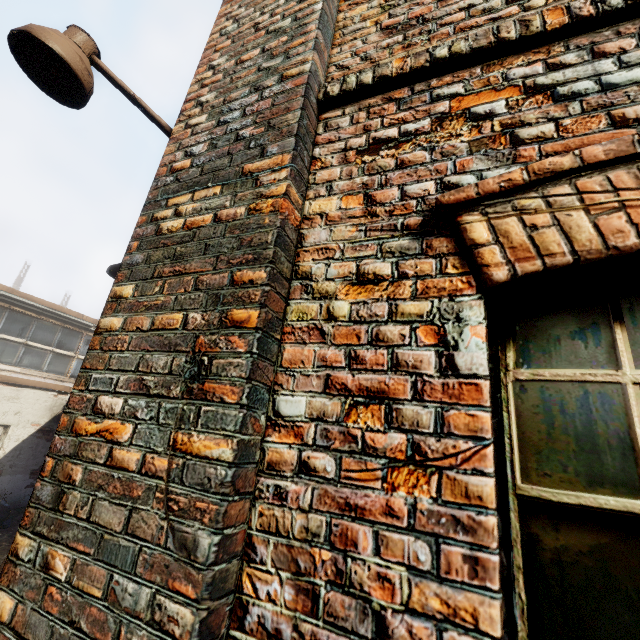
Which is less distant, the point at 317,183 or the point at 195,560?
the point at 195,560

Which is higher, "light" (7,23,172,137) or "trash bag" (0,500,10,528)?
"light" (7,23,172,137)

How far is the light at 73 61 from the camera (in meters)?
1.84

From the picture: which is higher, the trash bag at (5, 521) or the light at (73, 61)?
Result: the light at (73, 61)

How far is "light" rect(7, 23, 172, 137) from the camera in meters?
1.8 m

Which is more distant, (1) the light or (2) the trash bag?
(2) the trash bag
